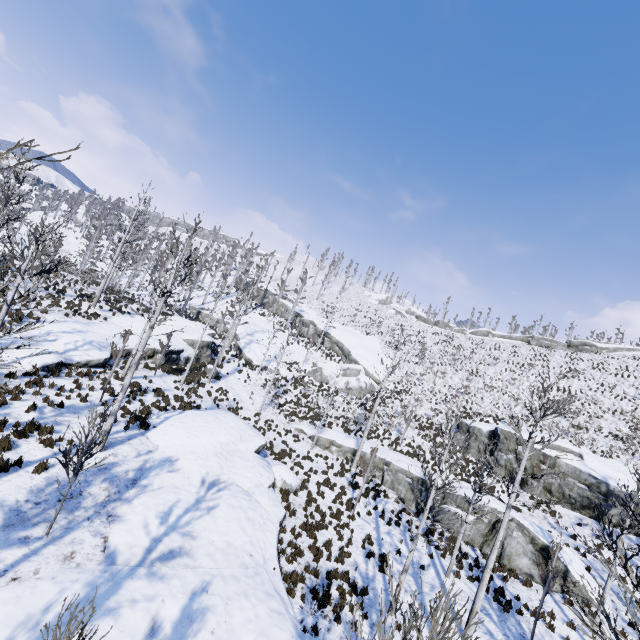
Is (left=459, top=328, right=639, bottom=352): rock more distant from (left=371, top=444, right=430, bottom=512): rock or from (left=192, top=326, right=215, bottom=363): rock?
(left=192, top=326, right=215, bottom=363): rock

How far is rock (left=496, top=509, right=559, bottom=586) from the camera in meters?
16.0

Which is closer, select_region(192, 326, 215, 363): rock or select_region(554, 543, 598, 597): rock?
select_region(554, 543, 598, 597): rock

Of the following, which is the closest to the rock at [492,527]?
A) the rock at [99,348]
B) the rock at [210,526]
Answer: the rock at [210,526]

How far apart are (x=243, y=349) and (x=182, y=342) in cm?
920

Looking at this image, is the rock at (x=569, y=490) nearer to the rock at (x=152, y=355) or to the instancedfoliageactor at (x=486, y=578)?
the instancedfoliageactor at (x=486, y=578)
